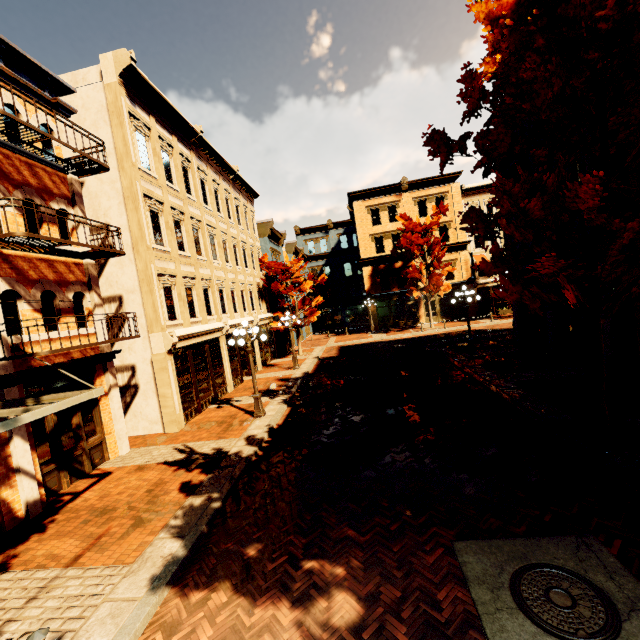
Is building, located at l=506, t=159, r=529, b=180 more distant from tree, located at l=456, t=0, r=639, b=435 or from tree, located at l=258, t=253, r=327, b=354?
tree, located at l=258, t=253, r=327, b=354

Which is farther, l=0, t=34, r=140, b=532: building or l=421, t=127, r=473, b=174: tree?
l=421, t=127, r=473, b=174: tree

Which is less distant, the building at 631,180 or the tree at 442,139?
the tree at 442,139

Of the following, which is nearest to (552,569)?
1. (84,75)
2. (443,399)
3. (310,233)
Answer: (443,399)

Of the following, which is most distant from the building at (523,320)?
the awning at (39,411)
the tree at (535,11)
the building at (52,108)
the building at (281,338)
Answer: the building at (52,108)

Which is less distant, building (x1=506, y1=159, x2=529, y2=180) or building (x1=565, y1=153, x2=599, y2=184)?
building (x1=565, y1=153, x2=599, y2=184)

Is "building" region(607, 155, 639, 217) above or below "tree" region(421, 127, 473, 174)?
below

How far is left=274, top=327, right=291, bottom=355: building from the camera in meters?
27.1 m
